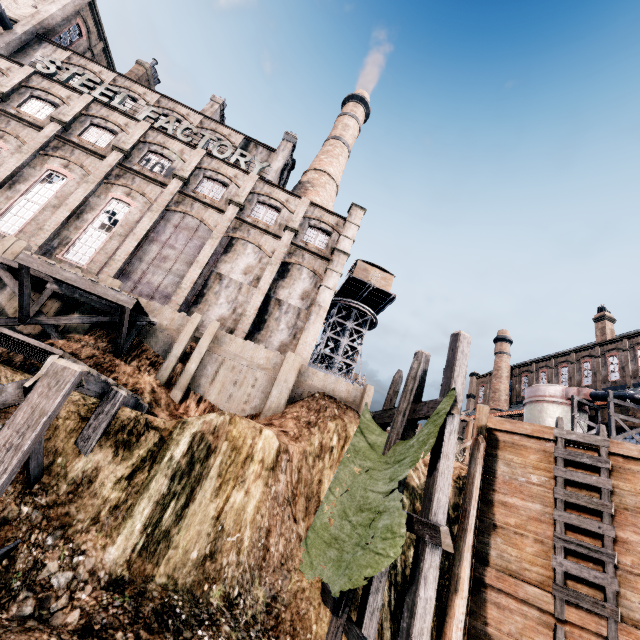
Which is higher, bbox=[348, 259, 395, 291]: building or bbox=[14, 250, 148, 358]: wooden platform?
bbox=[348, 259, 395, 291]: building

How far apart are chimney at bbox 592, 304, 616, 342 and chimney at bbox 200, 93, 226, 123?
52.74m

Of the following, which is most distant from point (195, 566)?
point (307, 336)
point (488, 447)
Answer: point (307, 336)

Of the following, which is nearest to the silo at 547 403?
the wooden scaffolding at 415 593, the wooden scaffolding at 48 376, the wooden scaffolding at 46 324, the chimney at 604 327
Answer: the chimney at 604 327

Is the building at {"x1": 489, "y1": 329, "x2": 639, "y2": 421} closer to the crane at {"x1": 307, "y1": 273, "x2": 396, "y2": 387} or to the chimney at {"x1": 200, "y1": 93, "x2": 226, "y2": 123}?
the crane at {"x1": 307, "y1": 273, "x2": 396, "y2": 387}

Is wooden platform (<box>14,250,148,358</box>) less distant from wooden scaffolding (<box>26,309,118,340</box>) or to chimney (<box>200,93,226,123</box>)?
wooden scaffolding (<box>26,309,118,340</box>)

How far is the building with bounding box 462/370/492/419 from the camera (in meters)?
53.31

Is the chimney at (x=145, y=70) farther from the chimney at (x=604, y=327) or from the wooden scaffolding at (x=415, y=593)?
the chimney at (x=604, y=327)
